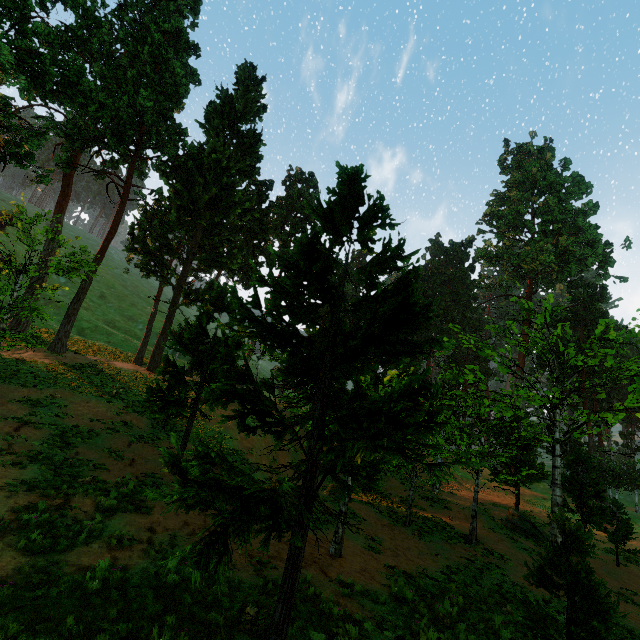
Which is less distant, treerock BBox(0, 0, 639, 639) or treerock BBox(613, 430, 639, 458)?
treerock BBox(0, 0, 639, 639)

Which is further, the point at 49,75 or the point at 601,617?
the point at 49,75

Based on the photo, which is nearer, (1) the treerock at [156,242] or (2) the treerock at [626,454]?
(1) the treerock at [156,242]
